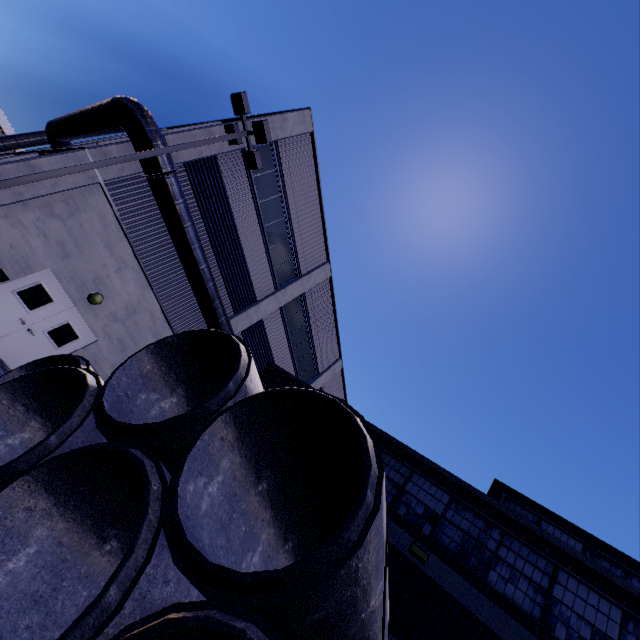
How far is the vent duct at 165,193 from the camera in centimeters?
1052cm

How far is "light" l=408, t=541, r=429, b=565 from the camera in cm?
807

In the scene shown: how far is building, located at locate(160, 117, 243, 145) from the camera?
11.6 meters

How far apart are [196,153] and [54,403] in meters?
10.6 m

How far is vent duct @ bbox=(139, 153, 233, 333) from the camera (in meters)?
10.52

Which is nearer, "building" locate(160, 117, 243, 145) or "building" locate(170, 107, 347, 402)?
"building" locate(160, 117, 243, 145)

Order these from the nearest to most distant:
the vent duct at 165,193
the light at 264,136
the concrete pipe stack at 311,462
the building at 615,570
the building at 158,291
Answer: the concrete pipe stack at 311,462, the building at 615,570, the light at 264,136, the building at 158,291, the vent duct at 165,193

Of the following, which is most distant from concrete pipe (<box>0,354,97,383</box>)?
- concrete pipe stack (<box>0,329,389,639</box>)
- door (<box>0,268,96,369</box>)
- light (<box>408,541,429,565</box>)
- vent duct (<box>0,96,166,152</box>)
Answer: light (<box>408,541,429,565</box>)
